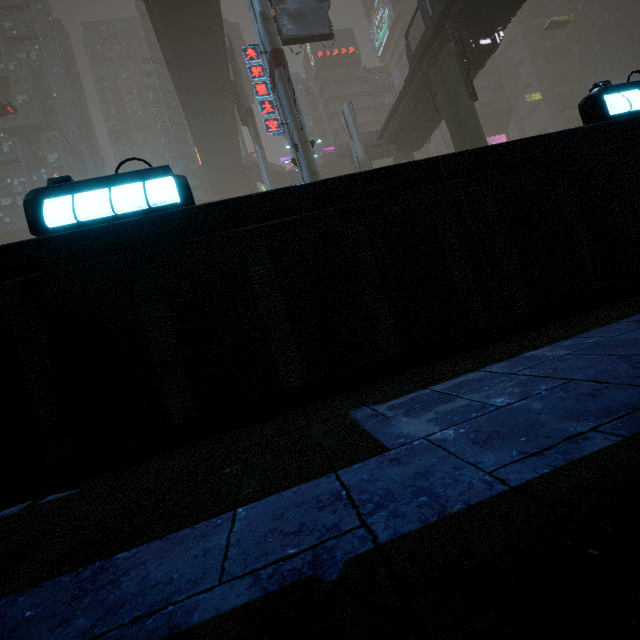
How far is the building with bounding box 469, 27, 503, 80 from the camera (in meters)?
21.33

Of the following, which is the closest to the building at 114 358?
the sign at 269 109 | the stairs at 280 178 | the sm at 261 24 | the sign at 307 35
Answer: the sm at 261 24

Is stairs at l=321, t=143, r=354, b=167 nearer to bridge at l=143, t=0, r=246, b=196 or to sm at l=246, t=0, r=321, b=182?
sm at l=246, t=0, r=321, b=182

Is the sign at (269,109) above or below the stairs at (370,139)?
below

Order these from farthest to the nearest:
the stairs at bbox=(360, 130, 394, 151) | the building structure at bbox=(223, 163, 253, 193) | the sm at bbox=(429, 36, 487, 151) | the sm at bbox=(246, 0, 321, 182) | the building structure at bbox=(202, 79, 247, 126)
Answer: the building structure at bbox=(223, 163, 253, 193) < the building structure at bbox=(202, 79, 247, 126) < the stairs at bbox=(360, 130, 394, 151) < the sm at bbox=(429, 36, 487, 151) < the sm at bbox=(246, 0, 321, 182)

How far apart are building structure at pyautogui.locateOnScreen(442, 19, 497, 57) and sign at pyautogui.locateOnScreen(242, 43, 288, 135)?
11.88m

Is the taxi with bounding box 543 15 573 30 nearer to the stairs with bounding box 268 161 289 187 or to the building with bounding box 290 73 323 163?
the building with bounding box 290 73 323 163

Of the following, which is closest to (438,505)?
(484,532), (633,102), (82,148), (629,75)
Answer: (484,532)
